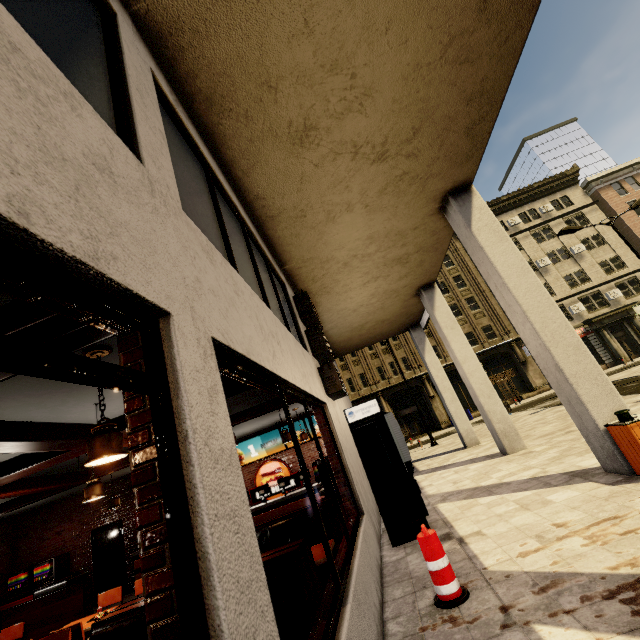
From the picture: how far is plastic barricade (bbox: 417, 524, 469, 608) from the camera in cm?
343

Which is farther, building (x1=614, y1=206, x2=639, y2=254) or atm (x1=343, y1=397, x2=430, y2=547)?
building (x1=614, y1=206, x2=639, y2=254)

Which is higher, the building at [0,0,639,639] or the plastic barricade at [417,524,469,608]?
the building at [0,0,639,639]

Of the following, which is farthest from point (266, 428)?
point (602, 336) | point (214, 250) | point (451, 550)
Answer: point (602, 336)

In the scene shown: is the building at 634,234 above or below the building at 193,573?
above

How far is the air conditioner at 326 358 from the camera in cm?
676

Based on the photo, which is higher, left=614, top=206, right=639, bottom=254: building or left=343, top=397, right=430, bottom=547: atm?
left=614, top=206, right=639, bottom=254: building

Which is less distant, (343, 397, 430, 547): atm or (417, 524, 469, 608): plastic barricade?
(417, 524, 469, 608): plastic barricade
